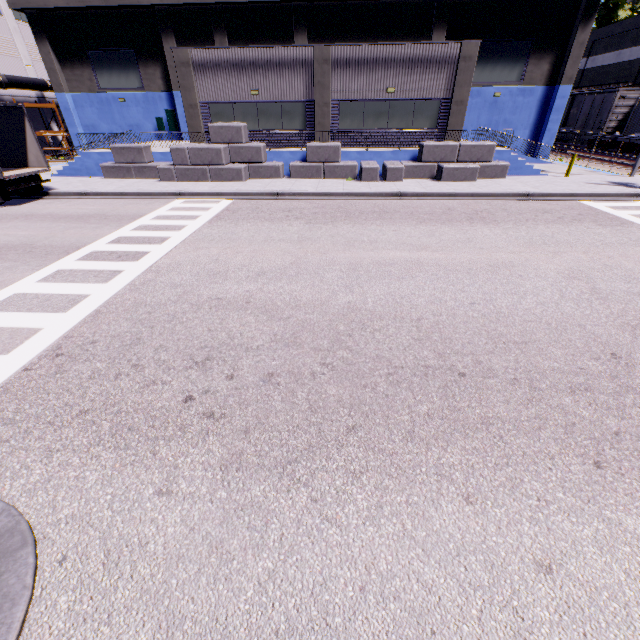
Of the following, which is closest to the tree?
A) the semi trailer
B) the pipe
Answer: the pipe

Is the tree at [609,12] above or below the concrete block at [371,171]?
above

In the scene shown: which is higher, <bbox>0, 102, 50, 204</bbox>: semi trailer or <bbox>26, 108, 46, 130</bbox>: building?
<bbox>26, 108, 46, 130</bbox>: building

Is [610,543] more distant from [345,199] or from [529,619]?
[345,199]

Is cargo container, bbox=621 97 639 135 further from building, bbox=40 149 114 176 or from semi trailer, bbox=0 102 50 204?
semi trailer, bbox=0 102 50 204

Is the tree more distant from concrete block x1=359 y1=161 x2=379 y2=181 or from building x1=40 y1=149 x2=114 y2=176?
concrete block x1=359 y1=161 x2=379 y2=181

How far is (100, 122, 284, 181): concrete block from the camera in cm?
1777

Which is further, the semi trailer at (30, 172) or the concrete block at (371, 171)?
the concrete block at (371, 171)
